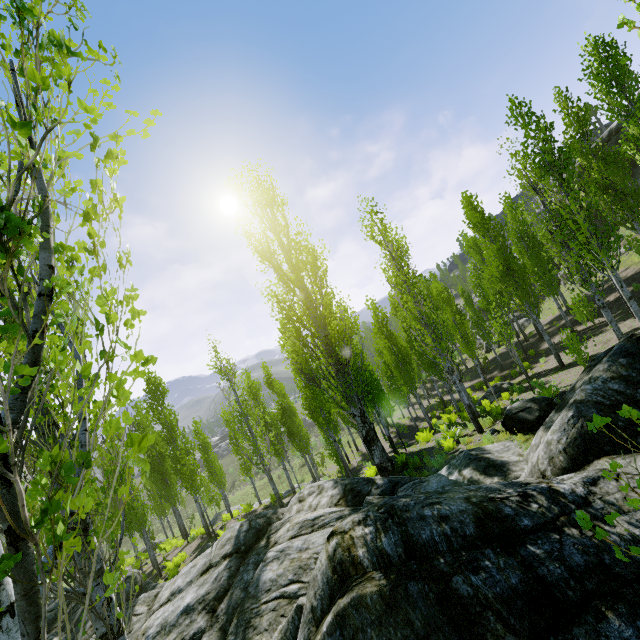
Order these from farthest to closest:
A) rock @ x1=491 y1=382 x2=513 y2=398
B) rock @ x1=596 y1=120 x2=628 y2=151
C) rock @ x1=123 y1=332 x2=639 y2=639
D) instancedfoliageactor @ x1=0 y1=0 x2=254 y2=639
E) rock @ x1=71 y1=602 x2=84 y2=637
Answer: rock @ x1=596 y1=120 x2=628 y2=151 < rock @ x1=491 y1=382 x2=513 y2=398 < rock @ x1=71 y1=602 x2=84 y2=637 < rock @ x1=123 y1=332 x2=639 y2=639 < instancedfoliageactor @ x1=0 y1=0 x2=254 y2=639

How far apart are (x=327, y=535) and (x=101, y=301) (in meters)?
8.83

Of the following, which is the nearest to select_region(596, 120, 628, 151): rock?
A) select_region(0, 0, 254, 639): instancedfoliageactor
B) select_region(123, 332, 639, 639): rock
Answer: select_region(0, 0, 254, 639): instancedfoliageactor

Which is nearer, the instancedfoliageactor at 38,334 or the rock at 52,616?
the instancedfoliageactor at 38,334

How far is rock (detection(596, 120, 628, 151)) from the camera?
28.91m

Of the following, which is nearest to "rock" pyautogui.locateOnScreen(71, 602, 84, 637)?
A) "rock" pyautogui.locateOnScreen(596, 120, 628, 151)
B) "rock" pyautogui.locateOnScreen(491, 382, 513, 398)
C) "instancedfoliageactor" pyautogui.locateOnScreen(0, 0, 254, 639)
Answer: "instancedfoliageactor" pyautogui.locateOnScreen(0, 0, 254, 639)

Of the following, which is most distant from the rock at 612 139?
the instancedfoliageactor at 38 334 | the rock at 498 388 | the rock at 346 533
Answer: the rock at 498 388
